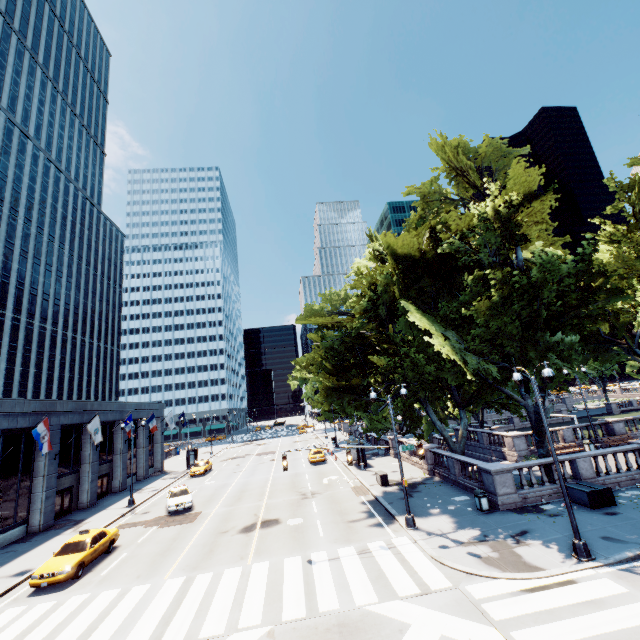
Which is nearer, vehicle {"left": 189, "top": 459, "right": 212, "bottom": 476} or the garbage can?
the garbage can

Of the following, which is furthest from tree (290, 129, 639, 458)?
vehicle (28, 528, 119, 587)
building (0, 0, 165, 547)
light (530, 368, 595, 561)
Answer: building (0, 0, 165, 547)

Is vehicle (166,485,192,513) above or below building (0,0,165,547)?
below

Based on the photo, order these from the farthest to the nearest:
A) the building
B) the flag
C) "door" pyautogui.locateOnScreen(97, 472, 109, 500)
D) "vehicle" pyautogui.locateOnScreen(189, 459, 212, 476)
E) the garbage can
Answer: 1. "vehicle" pyautogui.locateOnScreen(189, 459, 212, 476)
2. "door" pyautogui.locateOnScreen(97, 472, 109, 500)
3. the building
4. the flag
5. the garbage can

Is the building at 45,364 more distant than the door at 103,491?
No

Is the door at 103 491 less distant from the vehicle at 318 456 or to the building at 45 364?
the building at 45 364

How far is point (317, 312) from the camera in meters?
31.3

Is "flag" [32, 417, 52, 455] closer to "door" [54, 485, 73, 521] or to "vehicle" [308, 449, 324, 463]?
"door" [54, 485, 73, 521]
